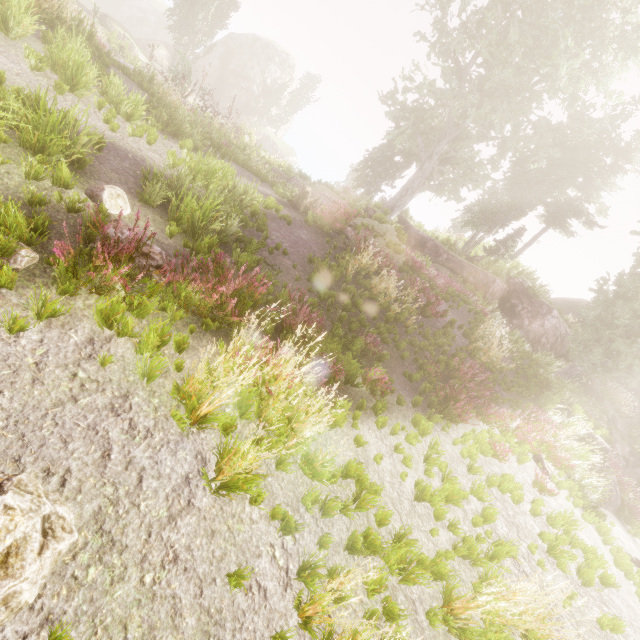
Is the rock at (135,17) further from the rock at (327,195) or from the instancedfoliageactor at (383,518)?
the rock at (327,195)

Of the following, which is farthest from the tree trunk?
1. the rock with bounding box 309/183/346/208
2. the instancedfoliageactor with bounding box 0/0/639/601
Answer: the instancedfoliageactor with bounding box 0/0/639/601

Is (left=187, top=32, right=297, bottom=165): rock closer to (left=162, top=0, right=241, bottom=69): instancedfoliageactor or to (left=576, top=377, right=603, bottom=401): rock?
(left=162, top=0, right=241, bottom=69): instancedfoliageactor

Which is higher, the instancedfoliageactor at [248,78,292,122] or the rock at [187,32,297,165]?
the instancedfoliageactor at [248,78,292,122]

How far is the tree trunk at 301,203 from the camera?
13.1 meters

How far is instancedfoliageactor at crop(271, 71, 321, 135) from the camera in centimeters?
4581cm

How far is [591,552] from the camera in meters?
7.1

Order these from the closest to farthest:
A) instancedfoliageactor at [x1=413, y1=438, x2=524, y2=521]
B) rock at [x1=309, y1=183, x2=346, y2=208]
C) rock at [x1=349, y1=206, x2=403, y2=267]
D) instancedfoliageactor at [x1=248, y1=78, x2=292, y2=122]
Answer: instancedfoliageactor at [x1=413, y1=438, x2=524, y2=521], rock at [x1=349, y1=206, x2=403, y2=267], rock at [x1=309, y1=183, x2=346, y2=208], instancedfoliageactor at [x1=248, y1=78, x2=292, y2=122]
